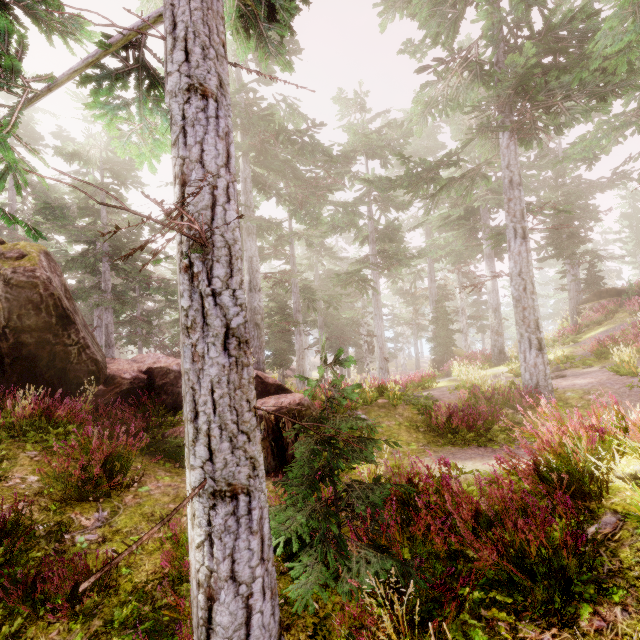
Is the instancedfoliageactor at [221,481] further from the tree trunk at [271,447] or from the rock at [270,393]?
the tree trunk at [271,447]

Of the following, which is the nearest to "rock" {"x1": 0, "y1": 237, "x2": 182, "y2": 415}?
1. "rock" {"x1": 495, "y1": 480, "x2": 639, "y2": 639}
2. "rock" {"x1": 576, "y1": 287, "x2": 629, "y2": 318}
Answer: "rock" {"x1": 495, "y1": 480, "x2": 639, "y2": 639}

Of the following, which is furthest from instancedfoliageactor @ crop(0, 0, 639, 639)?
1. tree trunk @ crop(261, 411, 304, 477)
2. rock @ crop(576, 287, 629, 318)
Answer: tree trunk @ crop(261, 411, 304, 477)

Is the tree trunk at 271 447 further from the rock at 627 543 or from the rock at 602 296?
the rock at 602 296

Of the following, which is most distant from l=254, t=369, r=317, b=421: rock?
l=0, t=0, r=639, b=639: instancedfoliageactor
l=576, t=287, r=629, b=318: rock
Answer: l=576, t=287, r=629, b=318: rock

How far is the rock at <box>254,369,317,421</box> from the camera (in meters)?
9.22

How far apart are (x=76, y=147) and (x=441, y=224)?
19.7m

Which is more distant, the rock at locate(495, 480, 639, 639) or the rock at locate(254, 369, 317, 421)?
the rock at locate(254, 369, 317, 421)
